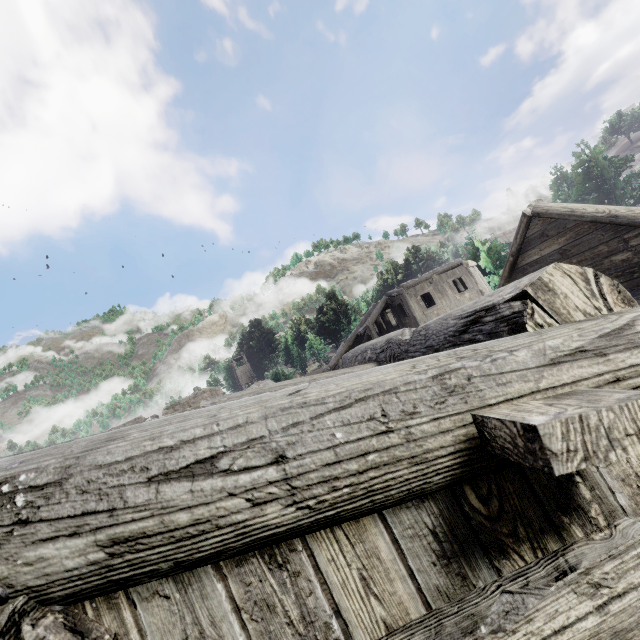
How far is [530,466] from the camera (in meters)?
A: 0.77
